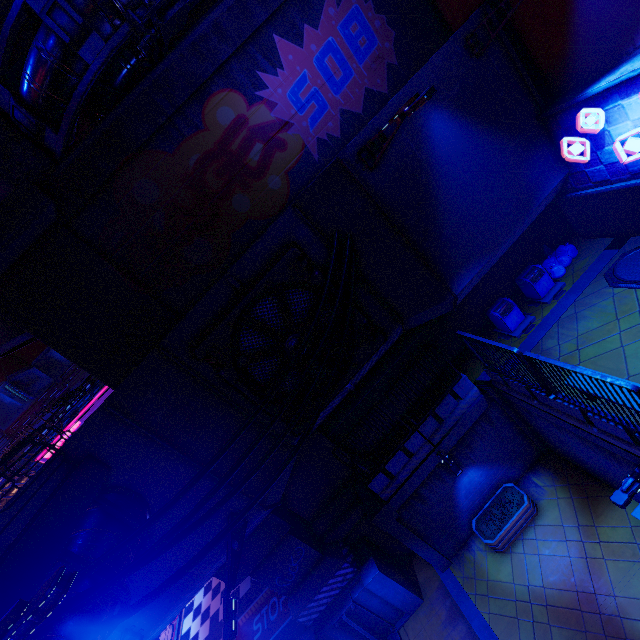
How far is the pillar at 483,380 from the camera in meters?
11.1 m

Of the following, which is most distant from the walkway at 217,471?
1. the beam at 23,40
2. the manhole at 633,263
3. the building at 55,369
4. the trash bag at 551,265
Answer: the building at 55,369

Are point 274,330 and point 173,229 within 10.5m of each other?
yes

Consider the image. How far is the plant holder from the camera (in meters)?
11.07

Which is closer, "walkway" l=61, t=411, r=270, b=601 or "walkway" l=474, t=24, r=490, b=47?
"walkway" l=61, t=411, r=270, b=601

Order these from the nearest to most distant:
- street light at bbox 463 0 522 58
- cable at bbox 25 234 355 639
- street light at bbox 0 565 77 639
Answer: street light at bbox 0 565 77 639
cable at bbox 25 234 355 639
street light at bbox 463 0 522 58

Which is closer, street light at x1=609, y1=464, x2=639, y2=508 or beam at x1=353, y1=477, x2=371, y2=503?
street light at x1=609, y1=464, x2=639, y2=508

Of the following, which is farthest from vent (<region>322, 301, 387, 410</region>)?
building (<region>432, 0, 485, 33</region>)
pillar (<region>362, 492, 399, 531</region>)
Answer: building (<region>432, 0, 485, 33</region>)
